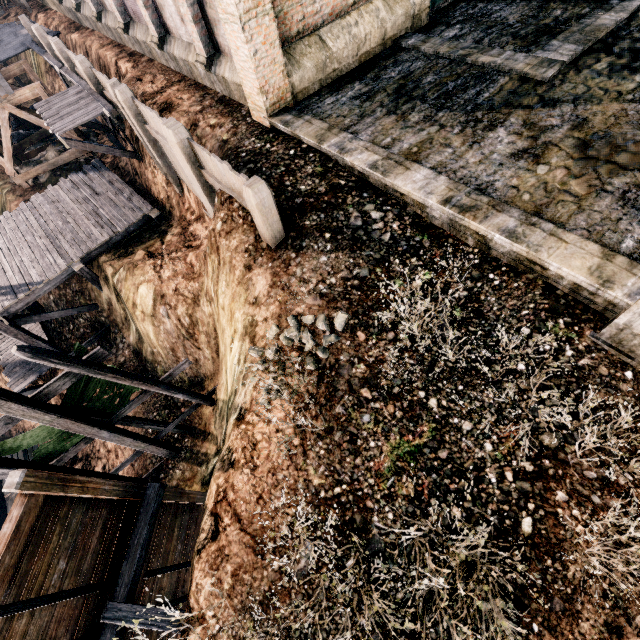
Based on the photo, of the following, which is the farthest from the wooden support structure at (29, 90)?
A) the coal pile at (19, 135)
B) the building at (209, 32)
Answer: the building at (209, 32)

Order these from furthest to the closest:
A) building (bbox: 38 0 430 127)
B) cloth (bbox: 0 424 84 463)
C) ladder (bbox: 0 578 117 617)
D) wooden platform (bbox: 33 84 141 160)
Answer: wooden platform (bbox: 33 84 141 160)
cloth (bbox: 0 424 84 463)
building (bbox: 38 0 430 127)
ladder (bbox: 0 578 117 617)

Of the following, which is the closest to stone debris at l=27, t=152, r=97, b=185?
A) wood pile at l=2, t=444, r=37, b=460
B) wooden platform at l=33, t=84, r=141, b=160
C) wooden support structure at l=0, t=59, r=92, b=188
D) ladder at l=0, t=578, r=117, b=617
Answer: wooden support structure at l=0, t=59, r=92, b=188

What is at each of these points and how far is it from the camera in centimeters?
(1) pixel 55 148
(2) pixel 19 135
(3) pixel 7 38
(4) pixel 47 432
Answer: (1) stone debris, 2189cm
(2) coal pile, 2397cm
(3) wooden scaffolding, 2564cm
(4) cloth, 1041cm

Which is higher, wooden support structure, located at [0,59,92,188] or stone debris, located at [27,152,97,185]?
wooden support structure, located at [0,59,92,188]

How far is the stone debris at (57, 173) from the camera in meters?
20.9

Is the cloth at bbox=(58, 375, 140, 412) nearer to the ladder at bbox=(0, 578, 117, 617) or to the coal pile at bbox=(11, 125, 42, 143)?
the ladder at bbox=(0, 578, 117, 617)

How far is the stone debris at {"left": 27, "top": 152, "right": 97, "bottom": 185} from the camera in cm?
2094
